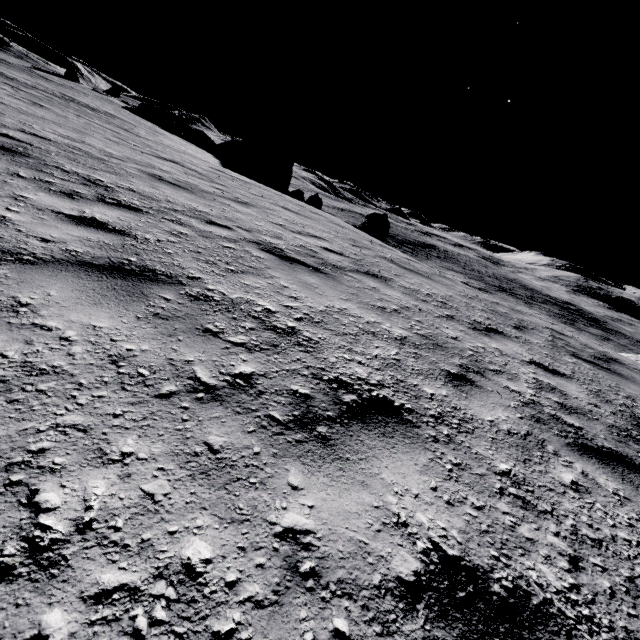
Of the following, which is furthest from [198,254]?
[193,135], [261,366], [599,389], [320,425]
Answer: [193,135]

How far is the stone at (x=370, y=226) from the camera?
20.9 meters

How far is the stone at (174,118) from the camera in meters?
31.0 m

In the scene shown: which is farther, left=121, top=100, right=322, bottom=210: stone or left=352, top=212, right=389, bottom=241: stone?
left=121, top=100, right=322, bottom=210: stone

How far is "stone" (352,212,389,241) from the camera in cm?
2091

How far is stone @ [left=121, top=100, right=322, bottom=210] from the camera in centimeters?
3097cm
